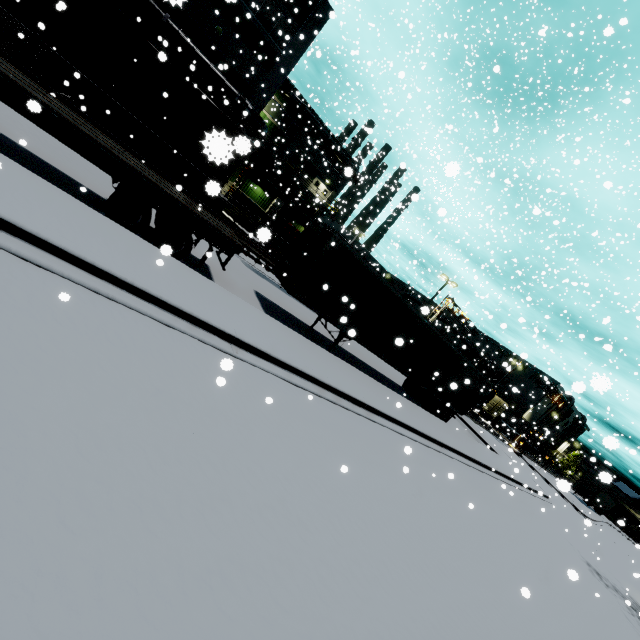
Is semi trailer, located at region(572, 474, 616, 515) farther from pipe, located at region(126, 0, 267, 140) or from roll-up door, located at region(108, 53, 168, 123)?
roll-up door, located at region(108, 53, 168, 123)

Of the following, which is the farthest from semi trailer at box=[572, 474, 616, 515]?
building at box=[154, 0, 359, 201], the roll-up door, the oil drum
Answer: the roll-up door

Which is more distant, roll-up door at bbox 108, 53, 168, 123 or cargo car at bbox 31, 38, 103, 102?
roll-up door at bbox 108, 53, 168, 123

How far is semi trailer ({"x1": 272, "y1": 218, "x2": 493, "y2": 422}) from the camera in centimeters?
1198cm

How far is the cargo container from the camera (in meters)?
50.08

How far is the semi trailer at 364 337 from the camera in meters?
12.0 m

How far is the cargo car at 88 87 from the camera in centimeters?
1330cm

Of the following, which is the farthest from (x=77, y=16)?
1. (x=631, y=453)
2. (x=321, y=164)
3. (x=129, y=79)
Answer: (x=321, y=164)
